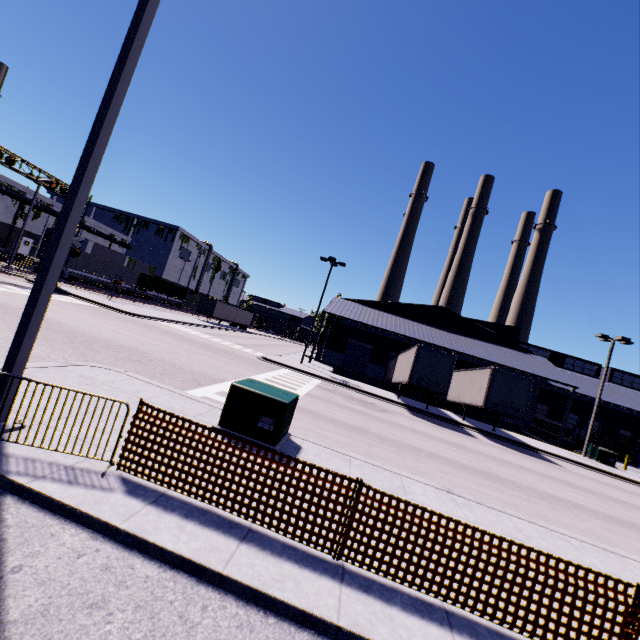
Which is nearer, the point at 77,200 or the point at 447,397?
the point at 77,200

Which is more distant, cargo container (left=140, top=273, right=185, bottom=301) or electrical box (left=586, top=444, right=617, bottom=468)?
cargo container (left=140, top=273, right=185, bottom=301)

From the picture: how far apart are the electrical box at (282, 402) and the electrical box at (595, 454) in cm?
2830

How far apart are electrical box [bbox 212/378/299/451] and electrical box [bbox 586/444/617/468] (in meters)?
28.30

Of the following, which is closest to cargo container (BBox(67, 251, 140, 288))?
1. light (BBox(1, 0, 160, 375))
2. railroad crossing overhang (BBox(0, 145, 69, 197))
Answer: railroad crossing overhang (BBox(0, 145, 69, 197))

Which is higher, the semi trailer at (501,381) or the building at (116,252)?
the building at (116,252)

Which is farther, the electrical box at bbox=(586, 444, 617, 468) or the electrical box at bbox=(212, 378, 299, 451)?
the electrical box at bbox=(586, 444, 617, 468)

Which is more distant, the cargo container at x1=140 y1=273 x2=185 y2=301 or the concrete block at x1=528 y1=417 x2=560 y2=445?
the cargo container at x1=140 y1=273 x2=185 y2=301
